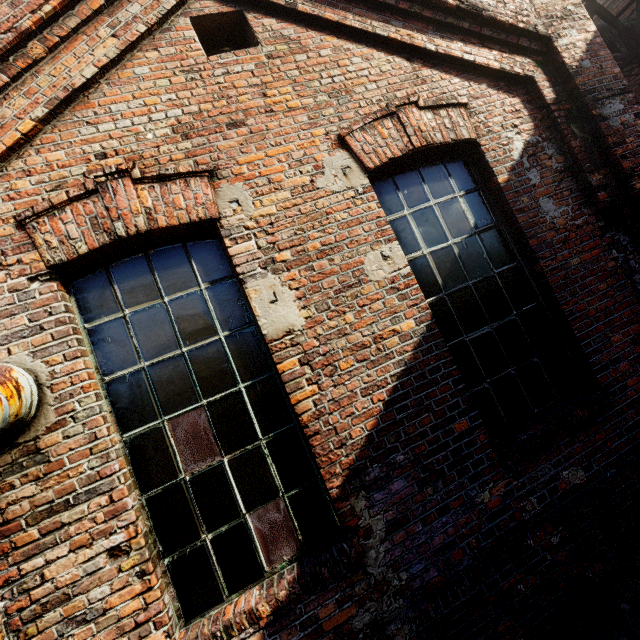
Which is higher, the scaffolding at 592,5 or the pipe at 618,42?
the scaffolding at 592,5

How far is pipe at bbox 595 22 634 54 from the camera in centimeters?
605cm

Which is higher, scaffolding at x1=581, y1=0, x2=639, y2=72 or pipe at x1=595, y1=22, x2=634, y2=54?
scaffolding at x1=581, y1=0, x2=639, y2=72

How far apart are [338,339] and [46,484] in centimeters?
219cm

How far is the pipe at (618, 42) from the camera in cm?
605
